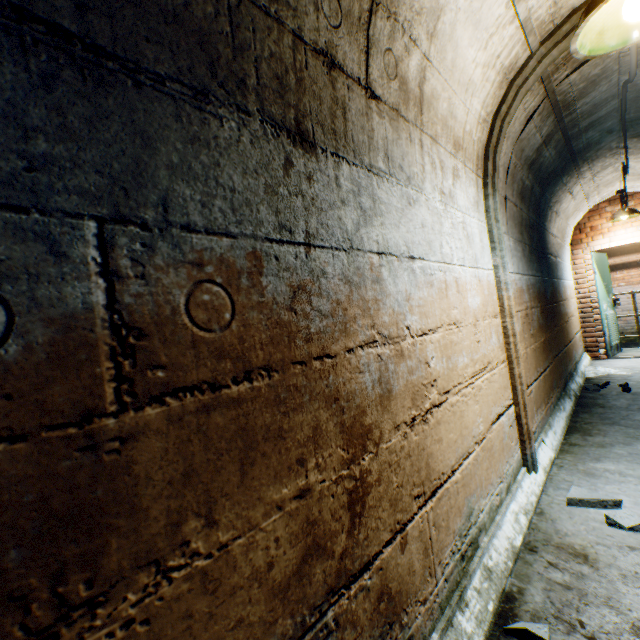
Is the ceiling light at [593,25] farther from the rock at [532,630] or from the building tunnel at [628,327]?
the rock at [532,630]

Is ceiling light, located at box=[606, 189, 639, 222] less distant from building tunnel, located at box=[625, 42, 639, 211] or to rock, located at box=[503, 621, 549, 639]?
building tunnel, located at box=[625, 42, 639, 211]

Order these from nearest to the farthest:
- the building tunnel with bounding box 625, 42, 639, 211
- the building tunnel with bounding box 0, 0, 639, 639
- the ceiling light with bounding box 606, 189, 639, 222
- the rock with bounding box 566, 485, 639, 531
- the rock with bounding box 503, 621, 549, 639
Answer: the building tunnel with bounding box 0, 0, 639, 639 → the rock with bounding box 503, 621, 549, 639 → the rock with bounding box 566, 485, 639, 531 → the building tunnel with bounding box 625, 42, 639, 211 → the ceiling light with bounding box 606, 189, 639, 222

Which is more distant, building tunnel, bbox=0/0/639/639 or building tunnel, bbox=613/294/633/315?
building tunnel, bbox=613/294/633/315

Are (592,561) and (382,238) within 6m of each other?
yes

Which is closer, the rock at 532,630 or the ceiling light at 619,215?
the rock at 532,630

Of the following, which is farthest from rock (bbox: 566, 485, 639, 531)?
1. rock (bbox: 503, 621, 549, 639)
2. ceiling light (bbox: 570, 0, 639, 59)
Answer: ceiling light (bbox: 570, 0, 639, 59)
